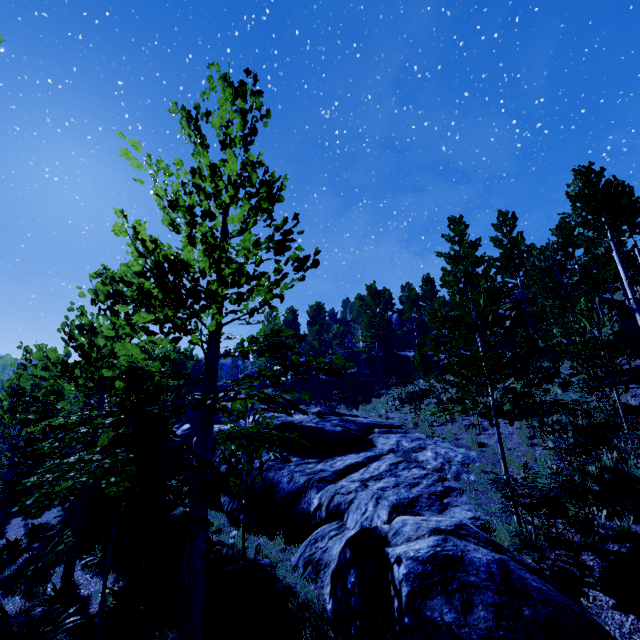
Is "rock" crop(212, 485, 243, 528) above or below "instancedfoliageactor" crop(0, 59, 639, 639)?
below

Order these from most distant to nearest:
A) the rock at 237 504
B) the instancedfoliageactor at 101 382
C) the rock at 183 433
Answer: the rock at 183 433 < the rock at 237 504 < the instancedfoliageactor at 101 382

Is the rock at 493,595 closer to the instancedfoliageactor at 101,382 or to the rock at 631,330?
the instancedfoliageactor at 101,382

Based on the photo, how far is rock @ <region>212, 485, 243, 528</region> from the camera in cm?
1005

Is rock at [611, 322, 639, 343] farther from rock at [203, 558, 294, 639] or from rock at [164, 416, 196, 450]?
rock at [203, 558, 294, 639]

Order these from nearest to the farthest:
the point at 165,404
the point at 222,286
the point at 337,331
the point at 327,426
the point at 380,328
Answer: the point at 165,404, the point at 222,286, the point at 327,426, the point at 380,328, the point at 337,331
